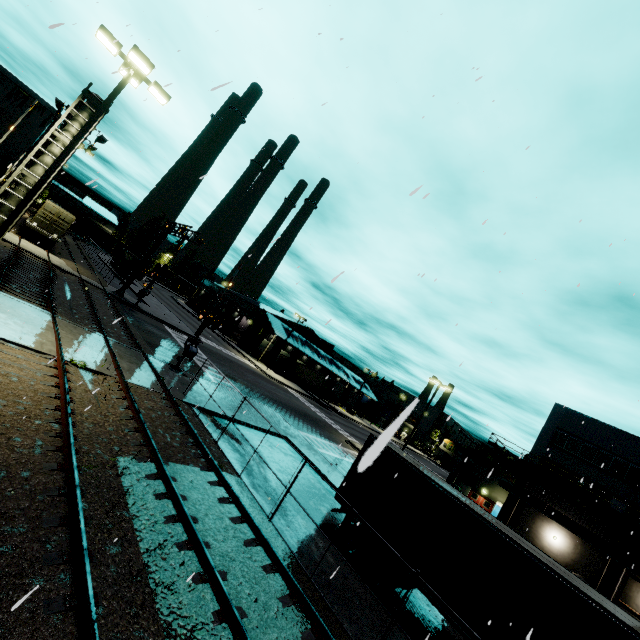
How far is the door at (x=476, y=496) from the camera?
39.38m

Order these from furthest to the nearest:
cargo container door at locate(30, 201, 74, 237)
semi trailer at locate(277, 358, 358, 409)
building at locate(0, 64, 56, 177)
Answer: semi trailer at locate(277, 358, 358, 409), building at locate(0, 64, 56, 177), cargo container door at locate(30, 201, 74, 237)

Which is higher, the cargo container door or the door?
the cargo container door

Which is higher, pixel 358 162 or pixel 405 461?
pixel 358 162

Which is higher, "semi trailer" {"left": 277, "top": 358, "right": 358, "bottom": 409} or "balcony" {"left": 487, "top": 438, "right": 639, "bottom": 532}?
"balcony" {"left": 487, "top": 438, "right": 639, "bottom": 532}

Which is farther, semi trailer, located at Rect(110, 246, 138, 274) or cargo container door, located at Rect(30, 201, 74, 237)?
semi trailer, located at Rect(110, 246, 138, 274)

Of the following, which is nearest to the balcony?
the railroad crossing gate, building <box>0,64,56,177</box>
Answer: building <box>0,64,56,177</box>

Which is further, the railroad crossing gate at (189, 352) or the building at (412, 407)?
the railroad crossing gate at (189, 352)
